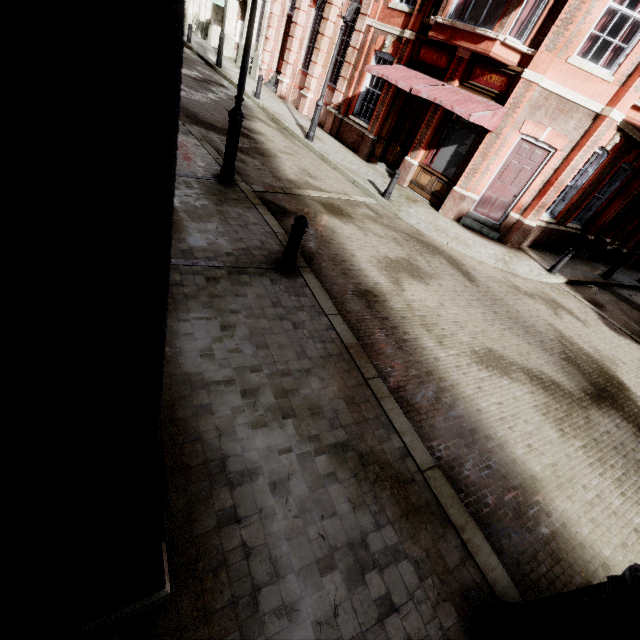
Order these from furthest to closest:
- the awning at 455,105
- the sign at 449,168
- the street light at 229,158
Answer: the sign at 449,168
the awning at 455,105
the street light at 229,158

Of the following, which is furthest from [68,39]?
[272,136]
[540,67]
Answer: [272,136]

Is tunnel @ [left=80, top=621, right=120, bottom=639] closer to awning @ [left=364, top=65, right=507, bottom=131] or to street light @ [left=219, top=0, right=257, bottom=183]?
street light @ [left=219, top=0, right=257, bottom=183]

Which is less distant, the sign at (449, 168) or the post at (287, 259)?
the post at (287, 259)

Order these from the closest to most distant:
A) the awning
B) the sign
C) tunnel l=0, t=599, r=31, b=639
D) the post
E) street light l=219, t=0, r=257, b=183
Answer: tunnel l=0, t=599, r=31, b=639
the post
street light l=219, t=0, r=257, b=183
the awning
the sign

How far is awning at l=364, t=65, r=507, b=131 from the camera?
9.6m

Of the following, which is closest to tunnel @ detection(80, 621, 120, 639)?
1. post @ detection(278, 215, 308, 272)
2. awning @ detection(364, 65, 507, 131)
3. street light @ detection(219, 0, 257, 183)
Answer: post @ detection(278, 215, 308, 272)
